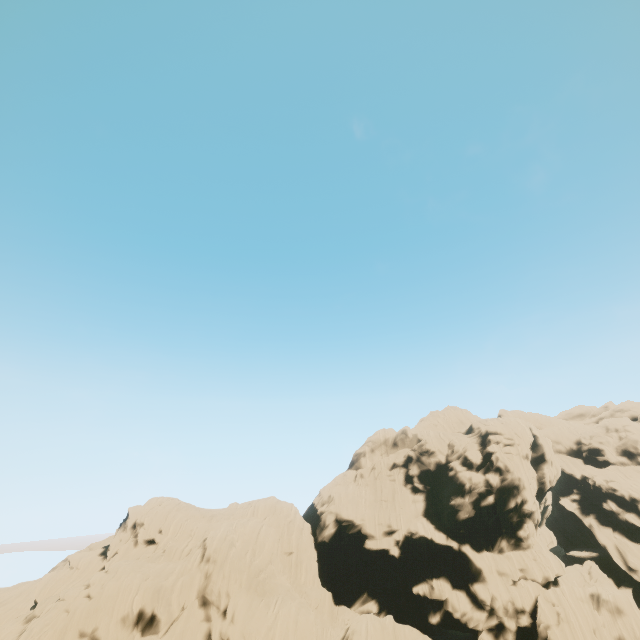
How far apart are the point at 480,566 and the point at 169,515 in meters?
45.0
